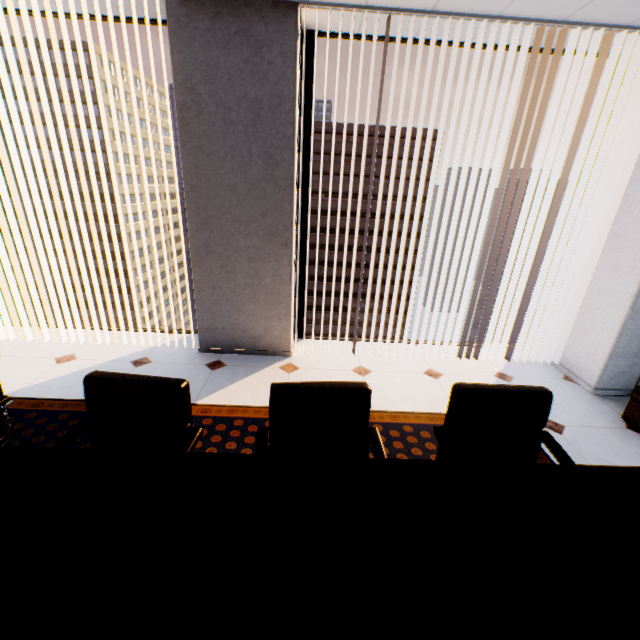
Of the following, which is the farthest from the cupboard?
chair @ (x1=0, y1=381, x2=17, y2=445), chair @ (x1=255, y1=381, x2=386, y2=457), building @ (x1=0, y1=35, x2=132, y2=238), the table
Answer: building @ (x1=0, y1=35, x2=132, y2=238)

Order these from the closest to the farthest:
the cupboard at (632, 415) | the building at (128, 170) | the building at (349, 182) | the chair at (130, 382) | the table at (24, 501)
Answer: the table at (24, 501) → the chair at (130, 382) → the cupboard at (632, 415) → the building at (128, 170) → the building at (349, 182)

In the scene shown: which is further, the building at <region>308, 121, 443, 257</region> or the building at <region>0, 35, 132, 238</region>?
the building at <region>308, 121, 443, 257</region>

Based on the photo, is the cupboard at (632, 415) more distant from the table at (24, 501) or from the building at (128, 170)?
the building at (128, 170)

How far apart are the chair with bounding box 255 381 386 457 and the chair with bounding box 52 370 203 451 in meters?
0.3 m

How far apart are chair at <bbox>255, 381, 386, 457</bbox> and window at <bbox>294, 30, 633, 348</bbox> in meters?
2.3 m

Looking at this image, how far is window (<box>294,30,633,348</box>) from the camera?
2.9 meters

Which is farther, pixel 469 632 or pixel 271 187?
pixel 271 187
